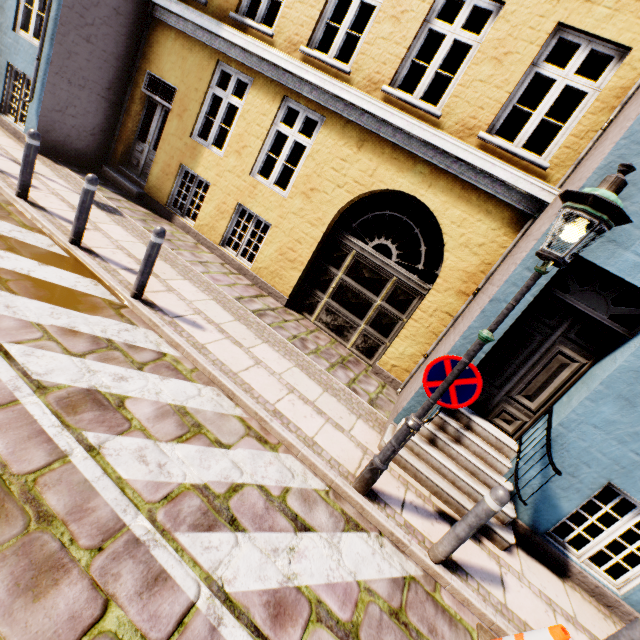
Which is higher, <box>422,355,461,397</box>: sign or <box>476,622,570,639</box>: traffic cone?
<box>422,355,461,397</box>: sign

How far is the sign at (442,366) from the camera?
3.14m

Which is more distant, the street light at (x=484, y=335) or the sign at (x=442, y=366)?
the sign at (x=442, y=366)

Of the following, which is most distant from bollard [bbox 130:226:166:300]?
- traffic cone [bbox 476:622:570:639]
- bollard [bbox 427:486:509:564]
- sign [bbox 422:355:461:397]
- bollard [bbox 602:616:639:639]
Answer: bollard [bbox 602:616:639:639]

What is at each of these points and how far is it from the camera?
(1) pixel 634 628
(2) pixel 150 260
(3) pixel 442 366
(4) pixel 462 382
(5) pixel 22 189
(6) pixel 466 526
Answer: (1) bollard, 2.8 meters
(2) bollard, 4.4 meters
(3) sign, 3.2 meters
(4) sign, 3.1 meters
(5) bollard, 5.3 meters
(6) bollard, 3.2 meters

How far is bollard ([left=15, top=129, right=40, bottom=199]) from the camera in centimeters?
500cm

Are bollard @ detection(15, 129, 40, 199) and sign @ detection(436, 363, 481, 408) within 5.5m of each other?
no

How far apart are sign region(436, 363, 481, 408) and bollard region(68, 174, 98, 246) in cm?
544
